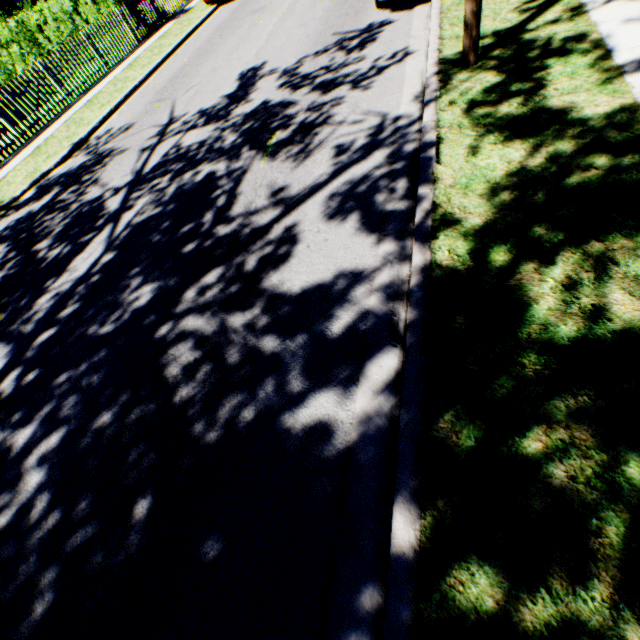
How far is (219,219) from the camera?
4.54m
